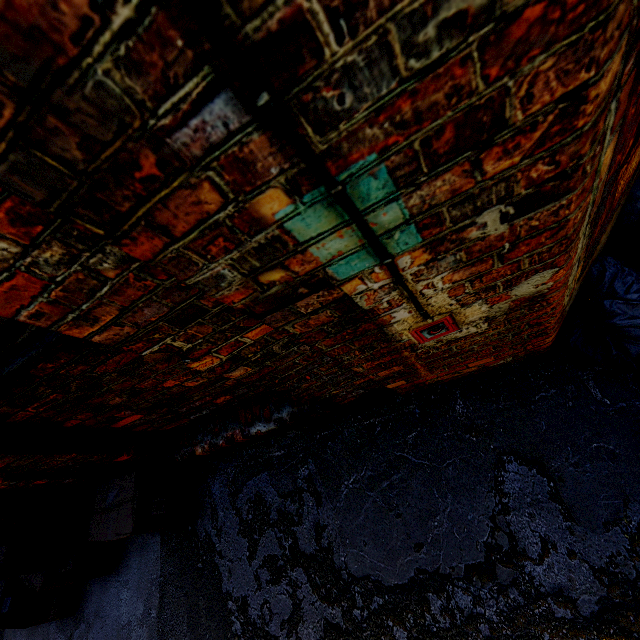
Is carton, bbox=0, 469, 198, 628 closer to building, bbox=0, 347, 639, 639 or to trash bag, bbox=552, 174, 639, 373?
building, bbox=0, 347, 639, 639

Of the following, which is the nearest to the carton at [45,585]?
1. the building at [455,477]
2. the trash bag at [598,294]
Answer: the building at [455,477]

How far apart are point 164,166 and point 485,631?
2.1m

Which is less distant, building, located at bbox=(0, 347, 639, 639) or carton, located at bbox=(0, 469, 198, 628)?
building, located at bbox=(0, 347, 639, 639)

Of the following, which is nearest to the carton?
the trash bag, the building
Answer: the building
